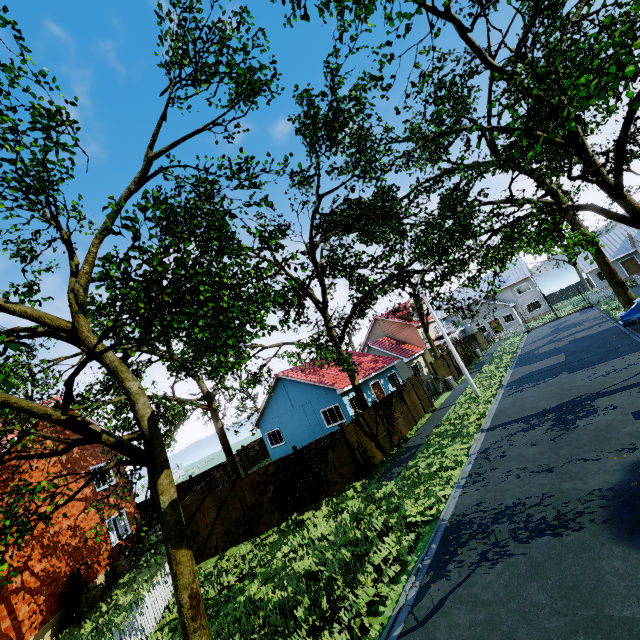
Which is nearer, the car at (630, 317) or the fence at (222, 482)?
the fence at (222, 482)

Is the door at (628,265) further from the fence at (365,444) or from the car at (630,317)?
the car at (630,317)

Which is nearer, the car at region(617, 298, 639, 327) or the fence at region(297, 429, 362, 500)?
the fence at region(297, 429, 362, 500)

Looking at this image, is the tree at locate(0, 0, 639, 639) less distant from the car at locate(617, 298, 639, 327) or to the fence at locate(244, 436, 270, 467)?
the fence at locate(244, 436, 270, 467)

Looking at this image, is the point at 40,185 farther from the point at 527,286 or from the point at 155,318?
the point at 527,286

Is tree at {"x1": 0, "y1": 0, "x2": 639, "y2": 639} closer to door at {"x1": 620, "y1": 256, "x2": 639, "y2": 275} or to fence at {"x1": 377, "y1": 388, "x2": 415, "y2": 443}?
fence at {"x1": 377, "y1": 388, "x2": 415, "y2": 443}

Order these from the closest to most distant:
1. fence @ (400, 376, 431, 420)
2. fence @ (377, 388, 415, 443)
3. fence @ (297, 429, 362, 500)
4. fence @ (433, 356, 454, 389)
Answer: fence @ (297, 429, 362, 500), fence @ (377, 388, 415, 443), fence @ (400, 376, 431, 420), fence @ (433, 356, 454, 389)
